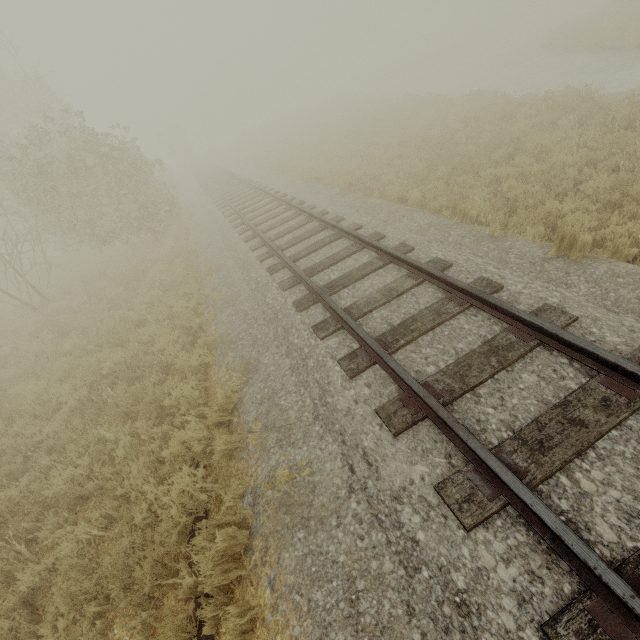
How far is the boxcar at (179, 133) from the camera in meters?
45.7

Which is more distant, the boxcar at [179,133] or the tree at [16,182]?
the boxcar at [179,133]

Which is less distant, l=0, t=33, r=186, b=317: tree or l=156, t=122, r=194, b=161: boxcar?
l=0, t=33, r=186, b=317: tree

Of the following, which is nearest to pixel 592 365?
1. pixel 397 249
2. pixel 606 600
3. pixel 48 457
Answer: pixel 606 600

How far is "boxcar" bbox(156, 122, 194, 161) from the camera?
45.7m
